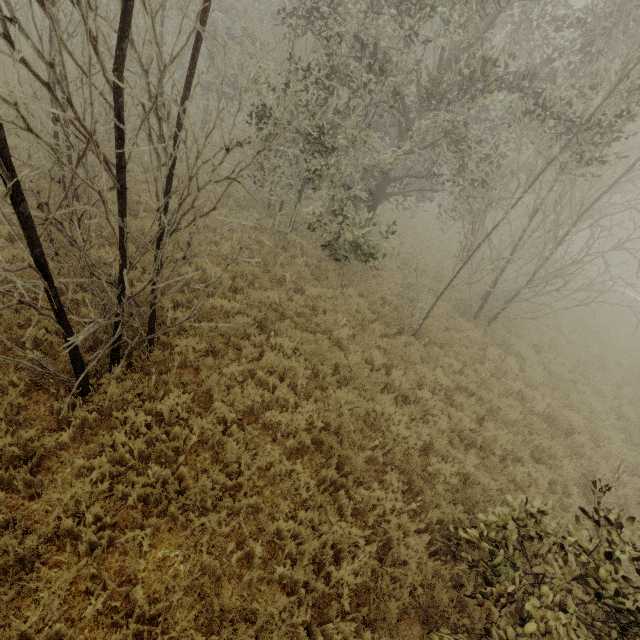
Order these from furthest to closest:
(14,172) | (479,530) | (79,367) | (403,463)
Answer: (403,463) < (479,530) < (79,367) < (14,172)

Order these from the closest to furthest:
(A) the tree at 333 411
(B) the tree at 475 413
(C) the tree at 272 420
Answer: (C) the tree at 272 420 < (A) the tree at 333 411 < (B) the tree at 475 413

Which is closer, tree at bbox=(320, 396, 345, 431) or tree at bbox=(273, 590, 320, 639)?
tree at bbox=(273, 590, 320, 639)

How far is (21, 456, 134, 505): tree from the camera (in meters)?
3.67

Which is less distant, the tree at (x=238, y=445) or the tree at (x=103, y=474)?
the tree at (x=103, y=474)
